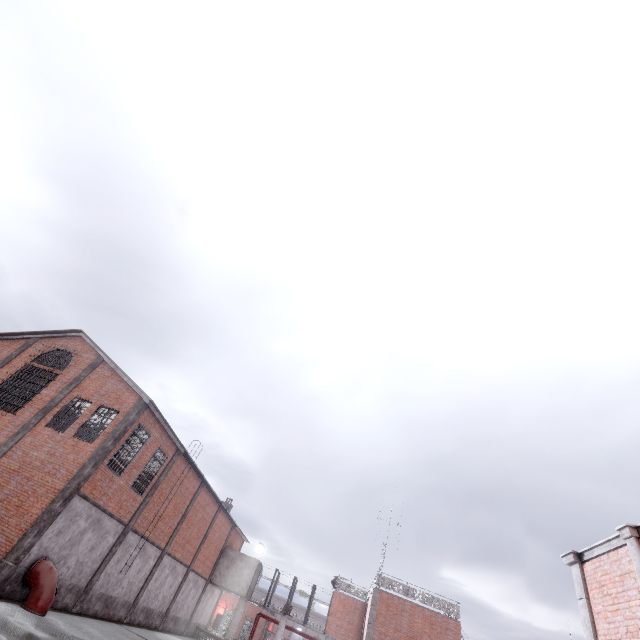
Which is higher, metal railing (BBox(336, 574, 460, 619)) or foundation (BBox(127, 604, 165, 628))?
metal railing (BBox(336, 574, 460, 619))

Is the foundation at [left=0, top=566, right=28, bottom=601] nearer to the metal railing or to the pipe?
the pipe

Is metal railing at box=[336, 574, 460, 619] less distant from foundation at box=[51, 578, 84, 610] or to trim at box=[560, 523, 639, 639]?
trim at box=[560, 523, 639, 639]

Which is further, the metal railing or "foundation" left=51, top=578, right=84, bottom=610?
the metal railing

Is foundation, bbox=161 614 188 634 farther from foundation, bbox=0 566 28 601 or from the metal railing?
the metal railing

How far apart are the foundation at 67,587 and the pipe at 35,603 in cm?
5

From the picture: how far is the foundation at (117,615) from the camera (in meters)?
17.34

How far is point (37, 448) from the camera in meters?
16.7 m
